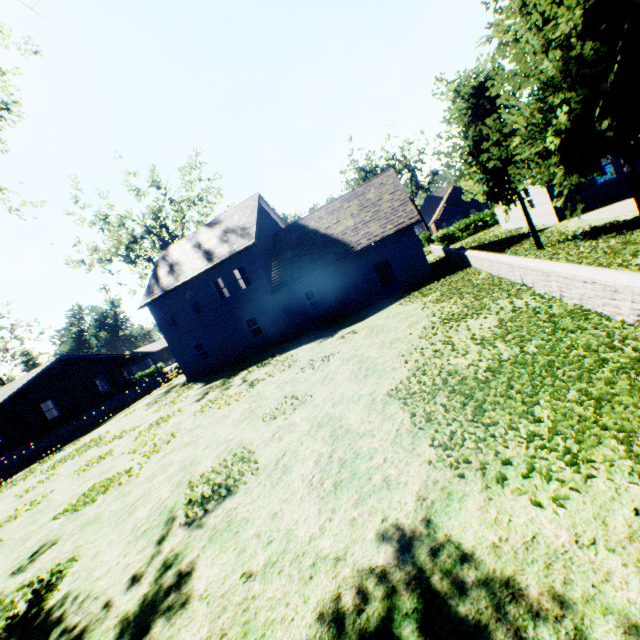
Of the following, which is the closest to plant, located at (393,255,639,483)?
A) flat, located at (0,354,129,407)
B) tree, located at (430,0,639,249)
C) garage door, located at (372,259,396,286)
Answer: tree, located at (430,0,639,249)

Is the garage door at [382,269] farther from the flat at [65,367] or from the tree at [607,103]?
the flat at [65,367]

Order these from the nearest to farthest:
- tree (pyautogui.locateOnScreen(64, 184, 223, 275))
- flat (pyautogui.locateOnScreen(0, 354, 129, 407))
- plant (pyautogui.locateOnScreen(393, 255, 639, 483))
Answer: plant (pyautogui.locateOnScreen(393, 255, 639, 483)), flat (pyautogui.locateOnScreen(0, 354, 129, 407)), tree (pyautogui.locateOnScreen(64, 184, 223, 275))

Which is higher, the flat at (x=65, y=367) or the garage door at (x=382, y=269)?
the flat at (x=65, y=367)

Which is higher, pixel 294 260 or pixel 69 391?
pixel 294 260

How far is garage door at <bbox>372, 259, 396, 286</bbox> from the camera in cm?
2734

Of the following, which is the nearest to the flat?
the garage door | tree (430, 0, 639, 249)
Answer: tree (430, 0, 639, 249)
